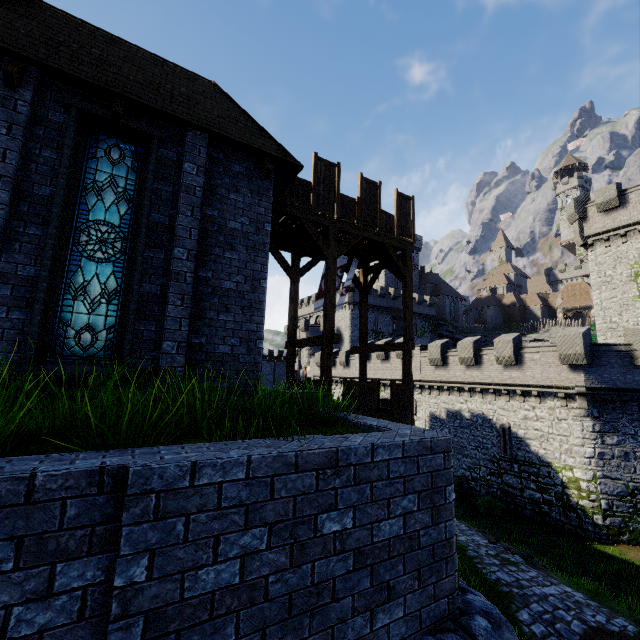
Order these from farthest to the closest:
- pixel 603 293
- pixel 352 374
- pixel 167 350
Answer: pixel 352 374
pixel 603 293
pixel 167 350

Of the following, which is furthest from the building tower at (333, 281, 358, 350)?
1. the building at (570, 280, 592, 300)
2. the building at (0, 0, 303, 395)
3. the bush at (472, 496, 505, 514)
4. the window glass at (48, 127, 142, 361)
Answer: the window glass at (48, 127, 142, 361)

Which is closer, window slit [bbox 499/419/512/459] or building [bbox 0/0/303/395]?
building [bbox 0/0/303/395]

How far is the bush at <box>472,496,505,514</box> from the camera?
20.83m

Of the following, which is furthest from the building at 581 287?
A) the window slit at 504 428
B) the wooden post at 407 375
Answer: the wooden post at 407 375

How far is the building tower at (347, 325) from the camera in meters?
51.1 m

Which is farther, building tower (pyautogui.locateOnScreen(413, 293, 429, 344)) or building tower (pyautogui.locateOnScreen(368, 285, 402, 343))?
building tower (pyautogui.locateOnScreen(413, 293, 429, 344))

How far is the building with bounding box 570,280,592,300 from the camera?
57.6 meters
